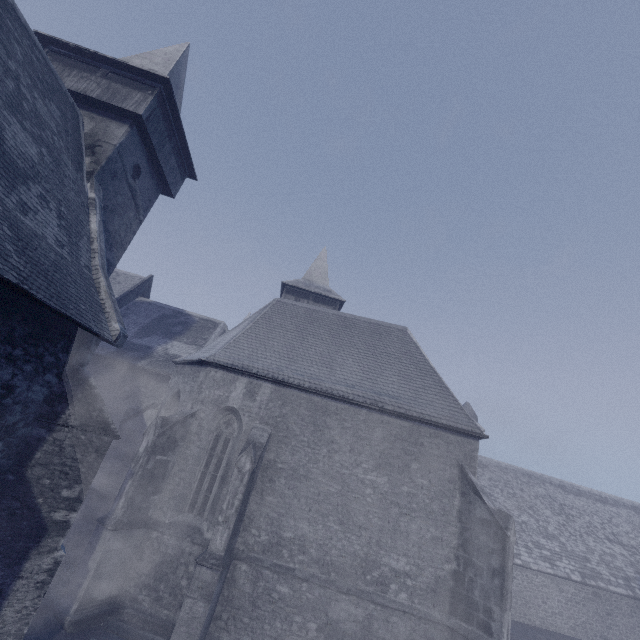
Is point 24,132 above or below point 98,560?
above
